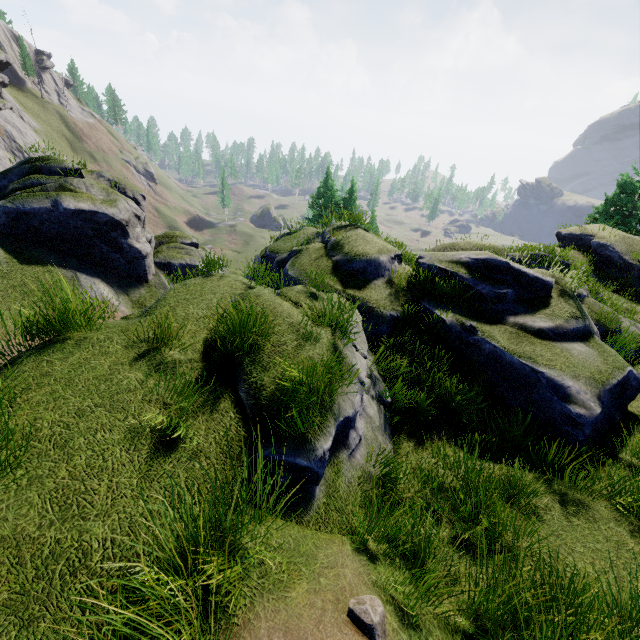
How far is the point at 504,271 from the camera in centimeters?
864cm

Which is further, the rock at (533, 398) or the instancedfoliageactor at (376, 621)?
the rock at (533, 398)

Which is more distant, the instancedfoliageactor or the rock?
the rock
